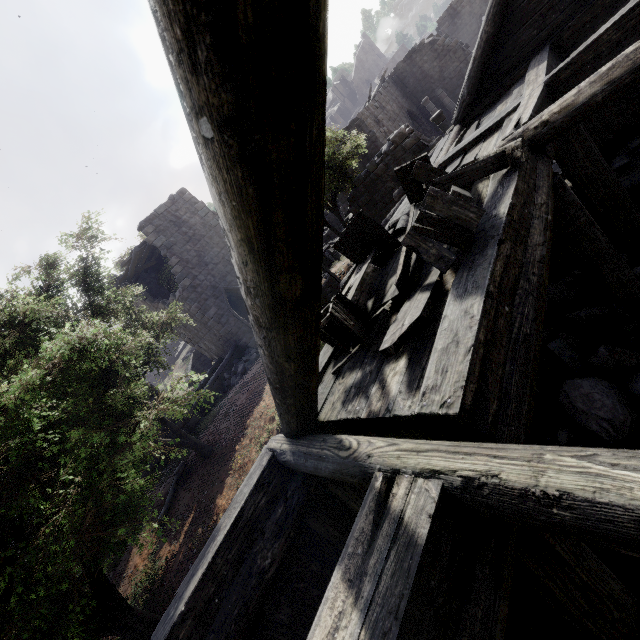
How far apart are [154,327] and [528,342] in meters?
11.6 m

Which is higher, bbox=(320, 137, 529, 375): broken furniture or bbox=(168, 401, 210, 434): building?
bbox=(320, 137, 529, 375): broken furniture

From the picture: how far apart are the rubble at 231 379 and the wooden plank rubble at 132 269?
7.6m

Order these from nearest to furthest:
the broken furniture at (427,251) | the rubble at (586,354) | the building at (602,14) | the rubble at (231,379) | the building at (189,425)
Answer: the building at (602,14), the broken furniture at (427,251), the rubble at (586,354), the building at (189,425), the rubble at (231,379)

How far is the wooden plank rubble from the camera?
17.7m

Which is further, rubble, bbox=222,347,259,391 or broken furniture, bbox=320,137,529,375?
rubble, bbox=222,347,259,391

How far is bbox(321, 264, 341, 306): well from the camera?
14.2 meters

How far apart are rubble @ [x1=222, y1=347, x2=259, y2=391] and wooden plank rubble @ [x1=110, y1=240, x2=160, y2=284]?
7.6 meters
